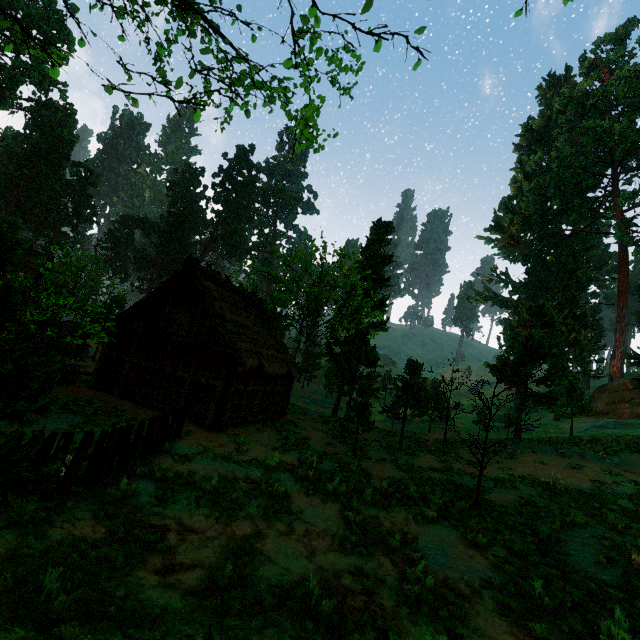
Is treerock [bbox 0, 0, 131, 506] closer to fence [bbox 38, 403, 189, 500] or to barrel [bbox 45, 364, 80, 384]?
fence [bbox 38, 403, 189, 500]

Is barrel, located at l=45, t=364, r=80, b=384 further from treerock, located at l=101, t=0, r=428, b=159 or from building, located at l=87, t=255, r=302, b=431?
treerock, located at l=101, t=0, r=428, b=159

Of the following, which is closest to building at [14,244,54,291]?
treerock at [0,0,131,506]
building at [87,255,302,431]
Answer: treerock at [0,0,131,506]

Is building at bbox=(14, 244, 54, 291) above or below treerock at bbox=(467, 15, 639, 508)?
below

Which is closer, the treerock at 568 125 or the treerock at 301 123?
the treerock at 301 123

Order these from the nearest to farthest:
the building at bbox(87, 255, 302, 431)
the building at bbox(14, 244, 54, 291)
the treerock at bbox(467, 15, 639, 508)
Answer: the building at bbox(87, 255, 302, 431)
the treerock at bbox(467, 15, 639, 508)
the building at bbox(14, 244, 54, 291)

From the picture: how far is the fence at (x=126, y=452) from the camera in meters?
6.4 m

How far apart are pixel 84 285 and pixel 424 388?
34.9 meters
